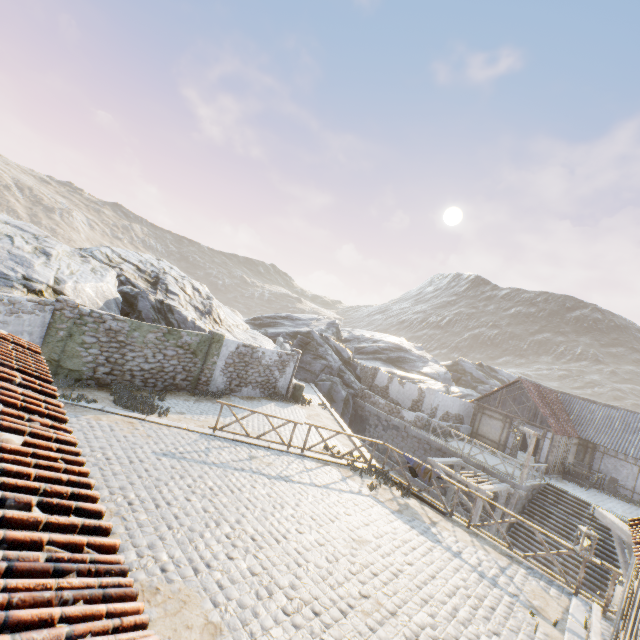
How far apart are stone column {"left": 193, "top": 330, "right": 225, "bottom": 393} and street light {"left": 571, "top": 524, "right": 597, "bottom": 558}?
14.70m

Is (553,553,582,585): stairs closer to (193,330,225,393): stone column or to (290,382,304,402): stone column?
(290,382,304,402): stone column

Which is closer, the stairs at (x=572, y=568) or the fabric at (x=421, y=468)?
the fabric at (x=421, y=468)

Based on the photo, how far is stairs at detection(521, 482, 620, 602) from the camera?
15.1m

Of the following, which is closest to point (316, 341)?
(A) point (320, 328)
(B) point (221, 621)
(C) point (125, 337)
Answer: (A) point (320, 328)

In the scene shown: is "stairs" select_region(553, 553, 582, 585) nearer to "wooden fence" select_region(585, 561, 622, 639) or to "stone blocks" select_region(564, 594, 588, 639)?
"stone blocks" select_region(564, 594, 588, 639)

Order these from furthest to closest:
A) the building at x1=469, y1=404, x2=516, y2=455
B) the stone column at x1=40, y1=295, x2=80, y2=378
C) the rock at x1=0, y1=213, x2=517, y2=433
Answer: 1. the building at x1=469, y1=404, x2=516, y2=455
2. the rock at x1=0, y1=213, x2=517, y2=433
3. the stone column at x1=40, y1=295, x2=80, y2=378

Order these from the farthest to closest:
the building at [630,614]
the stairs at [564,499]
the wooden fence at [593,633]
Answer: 1. the stairs at [564,499]
2. the wooden fence at [593,633]
3. the building at [630,614]
